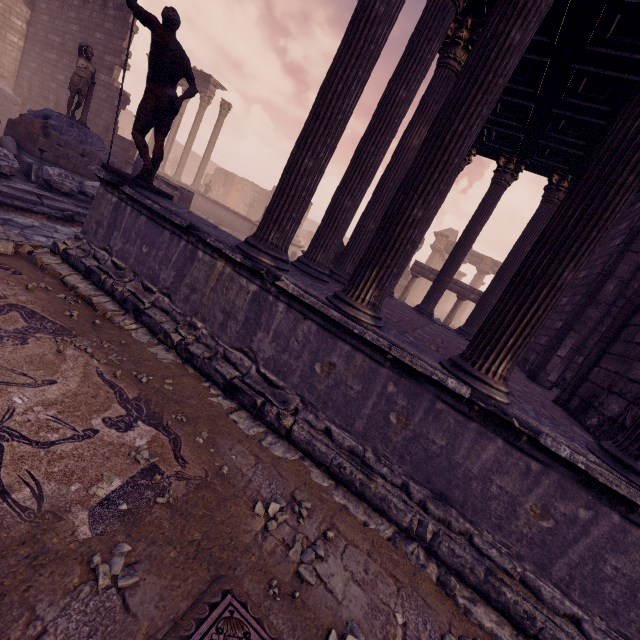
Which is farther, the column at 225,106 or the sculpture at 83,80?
the column at 225,106

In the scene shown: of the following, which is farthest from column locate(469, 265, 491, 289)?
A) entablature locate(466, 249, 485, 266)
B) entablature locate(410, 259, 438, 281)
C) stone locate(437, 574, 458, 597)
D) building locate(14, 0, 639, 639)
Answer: stone locate(437, 574, 458, 597)

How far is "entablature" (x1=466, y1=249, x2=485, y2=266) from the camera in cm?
2800

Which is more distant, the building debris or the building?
the building debris

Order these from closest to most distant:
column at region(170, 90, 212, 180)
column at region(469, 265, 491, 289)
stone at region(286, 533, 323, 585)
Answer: Result:
stone at region(286, 533, 323, 585)
column at region(170, 90, 212, 180)
column at region(469, 265, 491, 289)

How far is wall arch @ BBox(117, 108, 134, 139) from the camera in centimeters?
3369cm

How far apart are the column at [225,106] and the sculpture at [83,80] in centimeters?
1003cm

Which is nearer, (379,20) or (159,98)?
(379,20)
